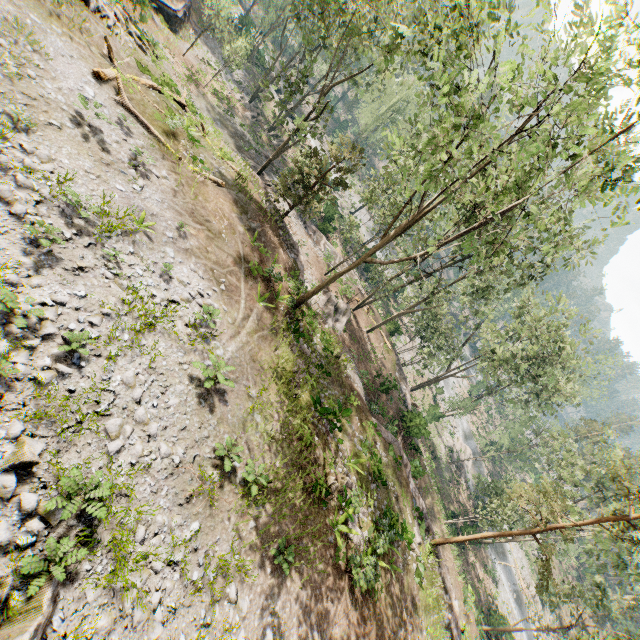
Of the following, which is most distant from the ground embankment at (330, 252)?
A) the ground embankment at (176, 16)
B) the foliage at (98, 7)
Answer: the ground embankment at (176, 16)

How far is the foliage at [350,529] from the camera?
13.9m

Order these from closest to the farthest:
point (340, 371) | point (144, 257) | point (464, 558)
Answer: point (144, 257), point (340, 371), point (464, 558)

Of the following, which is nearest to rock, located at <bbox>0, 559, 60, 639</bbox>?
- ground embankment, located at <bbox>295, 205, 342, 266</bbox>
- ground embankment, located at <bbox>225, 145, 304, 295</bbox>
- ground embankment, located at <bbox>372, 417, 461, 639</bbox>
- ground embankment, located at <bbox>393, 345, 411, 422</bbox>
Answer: ground embankment, located at <bbox>225, 145, 304, 295</bbox>

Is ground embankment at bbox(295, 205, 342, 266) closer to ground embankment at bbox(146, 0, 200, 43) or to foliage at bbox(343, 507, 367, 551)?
foliage at bbox(343, 507, 367, 551)

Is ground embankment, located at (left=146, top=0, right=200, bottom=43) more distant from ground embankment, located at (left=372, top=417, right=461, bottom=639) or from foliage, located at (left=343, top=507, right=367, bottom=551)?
ground embankment, located at (left=372, top=417, right=461, bottom=639)

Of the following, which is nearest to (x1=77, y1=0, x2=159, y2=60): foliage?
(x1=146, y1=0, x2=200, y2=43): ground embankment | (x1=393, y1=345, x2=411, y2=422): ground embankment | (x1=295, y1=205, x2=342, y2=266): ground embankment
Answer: (x1=295, y1=205, x2=342, y2=266): ground embankment
